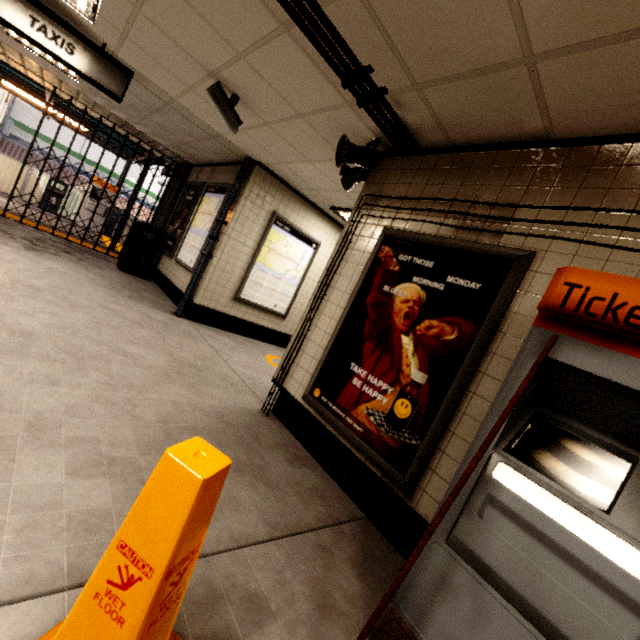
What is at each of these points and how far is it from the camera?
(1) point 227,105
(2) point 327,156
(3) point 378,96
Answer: (1) window, 3.5 meters
(2) storm drain, 4.0 meters
(3) pipe, 2.5 meters

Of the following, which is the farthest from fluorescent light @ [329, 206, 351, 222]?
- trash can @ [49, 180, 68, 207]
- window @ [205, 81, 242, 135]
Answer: trash can @ [49, 180, 68, 207]

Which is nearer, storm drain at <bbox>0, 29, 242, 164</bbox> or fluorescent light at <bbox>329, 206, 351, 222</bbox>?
storm drain at <bbox>0, 29, 242, 164</bbox>

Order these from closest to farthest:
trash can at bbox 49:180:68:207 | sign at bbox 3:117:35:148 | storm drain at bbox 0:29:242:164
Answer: storm drain at bbox 0:29:242:164
trash can at bbox 49:180:68:207
sign at bbox 3:117:35:148

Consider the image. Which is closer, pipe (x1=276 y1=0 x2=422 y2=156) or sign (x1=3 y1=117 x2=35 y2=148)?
pipe (x1=276 y1=0 x2=422 y2=156)

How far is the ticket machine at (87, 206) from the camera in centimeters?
1173cm

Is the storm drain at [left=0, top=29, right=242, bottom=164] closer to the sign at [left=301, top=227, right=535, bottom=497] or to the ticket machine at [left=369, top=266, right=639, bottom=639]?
the sign at [left=301, top=227, right=535, bottom=497]

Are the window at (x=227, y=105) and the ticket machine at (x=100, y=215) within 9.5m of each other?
no
